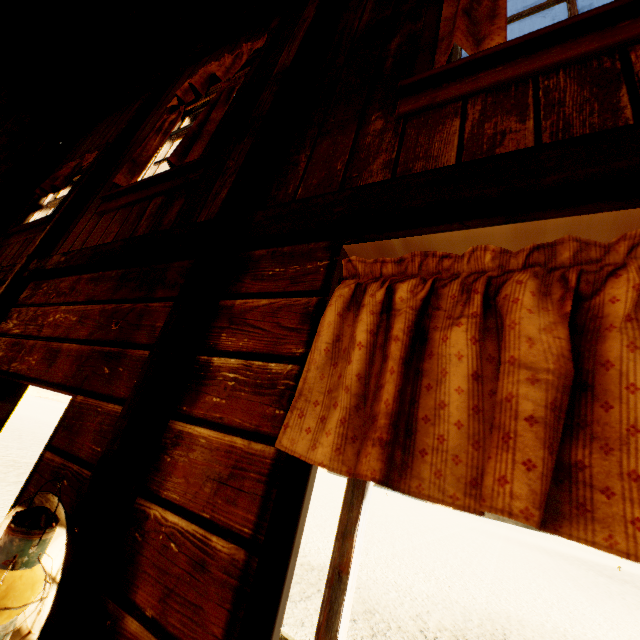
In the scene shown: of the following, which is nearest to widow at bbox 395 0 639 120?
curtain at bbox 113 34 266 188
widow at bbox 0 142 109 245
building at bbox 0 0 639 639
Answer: building at bbox 0 0 639 639

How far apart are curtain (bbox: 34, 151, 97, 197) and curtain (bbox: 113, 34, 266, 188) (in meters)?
1.30

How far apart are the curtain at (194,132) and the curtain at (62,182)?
1.3m

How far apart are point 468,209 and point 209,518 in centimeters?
116cm

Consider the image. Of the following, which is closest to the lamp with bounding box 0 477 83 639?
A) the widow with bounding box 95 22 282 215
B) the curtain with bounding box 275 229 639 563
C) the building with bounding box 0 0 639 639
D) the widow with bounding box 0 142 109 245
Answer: the building with bounding box 0 0 639 639

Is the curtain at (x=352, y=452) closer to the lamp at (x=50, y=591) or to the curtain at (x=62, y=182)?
the lamp at (x=50, y=591)

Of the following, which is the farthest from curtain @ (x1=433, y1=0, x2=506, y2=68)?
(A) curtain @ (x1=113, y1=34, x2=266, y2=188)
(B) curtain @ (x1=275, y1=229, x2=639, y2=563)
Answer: (A) curtain @ (x1=113, y1=34, x2=266, y2=188)

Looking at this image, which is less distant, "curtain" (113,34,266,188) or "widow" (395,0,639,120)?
"widow" (395,0,639,120)
